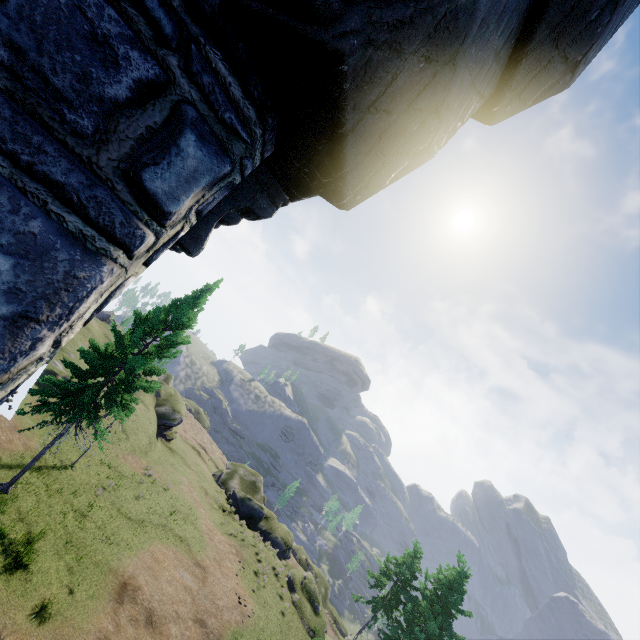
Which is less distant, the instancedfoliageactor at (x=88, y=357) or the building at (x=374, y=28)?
the building at (x=374, y=28)

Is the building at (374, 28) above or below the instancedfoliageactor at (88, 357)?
above

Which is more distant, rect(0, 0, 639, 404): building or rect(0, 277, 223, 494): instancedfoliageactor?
rect(0, 277, 223, 494): instancedfoliageactor

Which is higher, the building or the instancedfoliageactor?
the building

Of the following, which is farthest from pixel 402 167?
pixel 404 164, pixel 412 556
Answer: pixel 412 556
